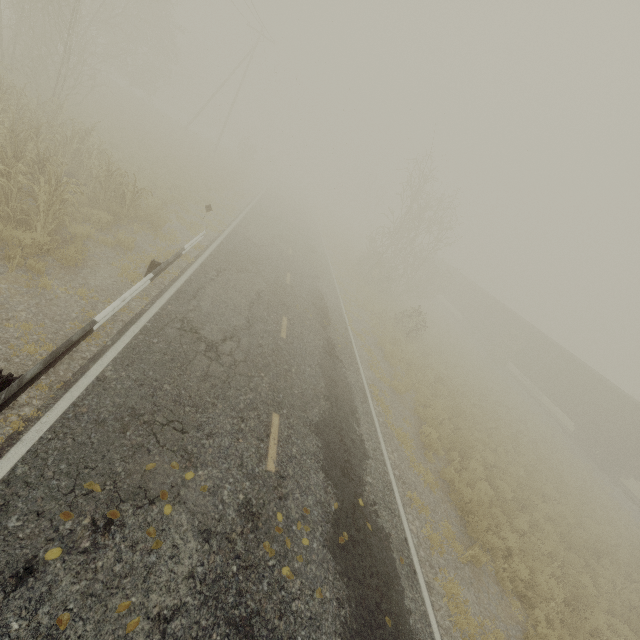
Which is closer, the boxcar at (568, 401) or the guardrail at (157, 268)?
the guardrail at (157, 268)

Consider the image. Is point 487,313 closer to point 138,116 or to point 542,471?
point 542,471

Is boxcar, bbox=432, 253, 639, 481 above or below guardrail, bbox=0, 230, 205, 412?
above

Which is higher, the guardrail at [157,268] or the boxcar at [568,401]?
the boxcar at [568,401]

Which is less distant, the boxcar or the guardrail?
the guardrail
